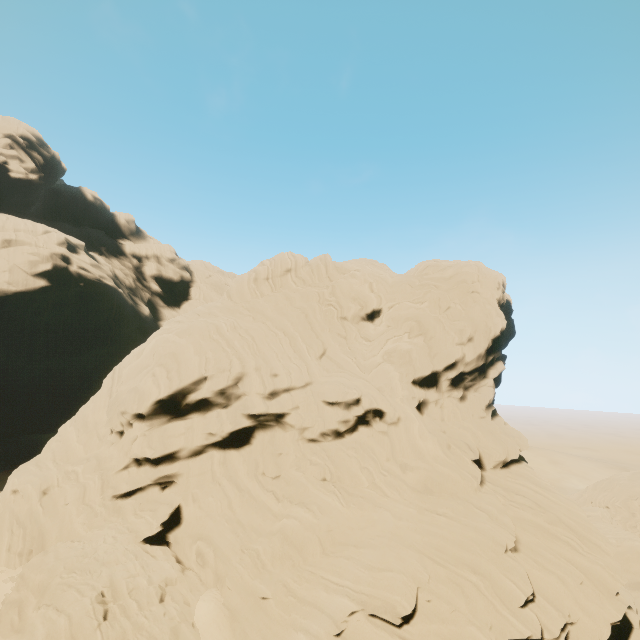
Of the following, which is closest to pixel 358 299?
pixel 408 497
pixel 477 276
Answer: pixel 477 276
